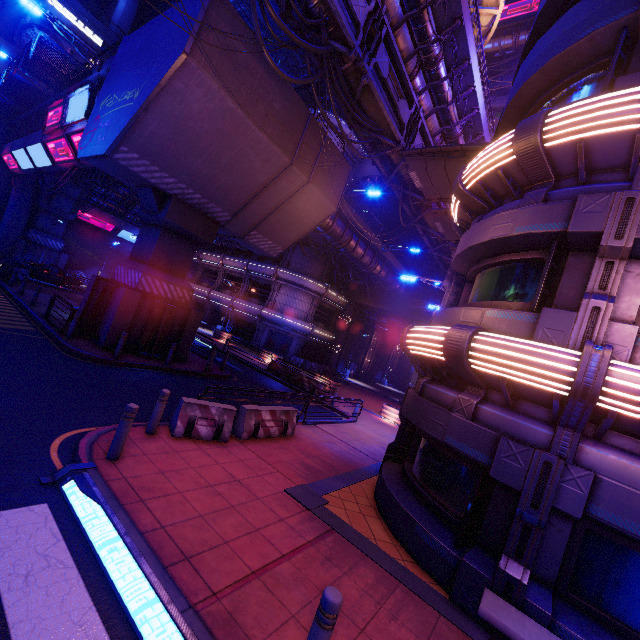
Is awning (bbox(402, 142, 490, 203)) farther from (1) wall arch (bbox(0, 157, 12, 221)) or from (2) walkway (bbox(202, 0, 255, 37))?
(1) wall arch (bbox(0, 157, 12, 221))

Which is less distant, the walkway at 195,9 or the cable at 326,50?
the cable at 326,50

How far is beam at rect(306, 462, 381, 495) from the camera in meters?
8.0

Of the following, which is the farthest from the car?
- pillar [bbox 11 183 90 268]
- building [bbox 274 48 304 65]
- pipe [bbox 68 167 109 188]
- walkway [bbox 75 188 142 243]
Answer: building [bbox 274 48 304 65]

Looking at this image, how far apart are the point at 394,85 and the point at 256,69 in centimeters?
615cm

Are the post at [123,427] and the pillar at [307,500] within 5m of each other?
yes

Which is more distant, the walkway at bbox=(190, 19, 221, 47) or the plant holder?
the plant holder

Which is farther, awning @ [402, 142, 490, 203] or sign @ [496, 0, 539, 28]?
sign @ [496, 0, 539, 28]
